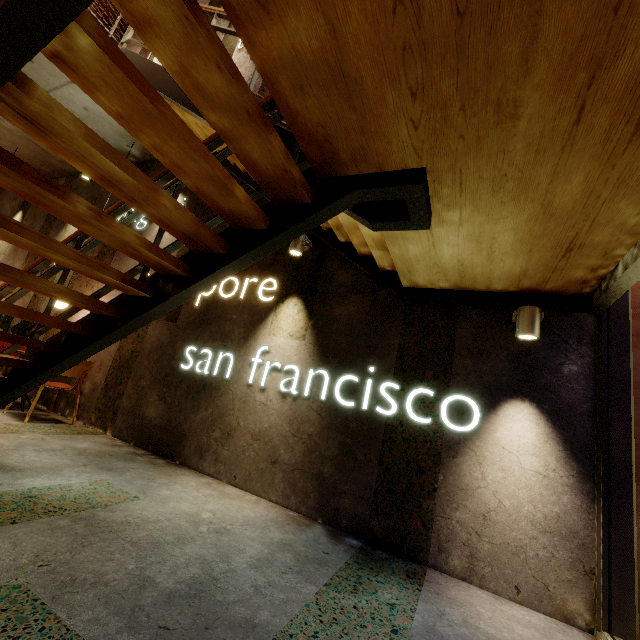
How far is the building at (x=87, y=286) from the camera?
5.39m

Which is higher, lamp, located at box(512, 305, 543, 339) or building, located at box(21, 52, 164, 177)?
building, located at box(21, 52, 164, 177)

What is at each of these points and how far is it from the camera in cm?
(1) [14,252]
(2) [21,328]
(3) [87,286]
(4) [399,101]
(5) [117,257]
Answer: (1) building, 706
(2) tree, 558
(3) building, 550
(4) stairs, 130
(5) building, 543

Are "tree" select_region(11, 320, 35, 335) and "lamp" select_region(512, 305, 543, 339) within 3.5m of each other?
no

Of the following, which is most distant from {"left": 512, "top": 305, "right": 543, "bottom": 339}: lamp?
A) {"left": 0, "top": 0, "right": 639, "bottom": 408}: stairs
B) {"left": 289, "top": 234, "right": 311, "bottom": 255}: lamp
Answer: {"left": 289, "top": 234, "right": 311, "bottom": 255}: lamp

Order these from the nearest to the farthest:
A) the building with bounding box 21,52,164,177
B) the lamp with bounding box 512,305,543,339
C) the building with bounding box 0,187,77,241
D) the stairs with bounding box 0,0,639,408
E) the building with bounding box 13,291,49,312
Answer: the stairs with bounding box 0,0,639,408 < the lamp with bounding box 512,305,543,339 < the building with bounding box 21,52,164,177 < the building with bounding box 13,291,49,312 < the building with bounding box 0,187,77,241

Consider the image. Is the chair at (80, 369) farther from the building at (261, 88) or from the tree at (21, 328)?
the tree at (21, 328)

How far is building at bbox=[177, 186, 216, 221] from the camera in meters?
4.9 m
